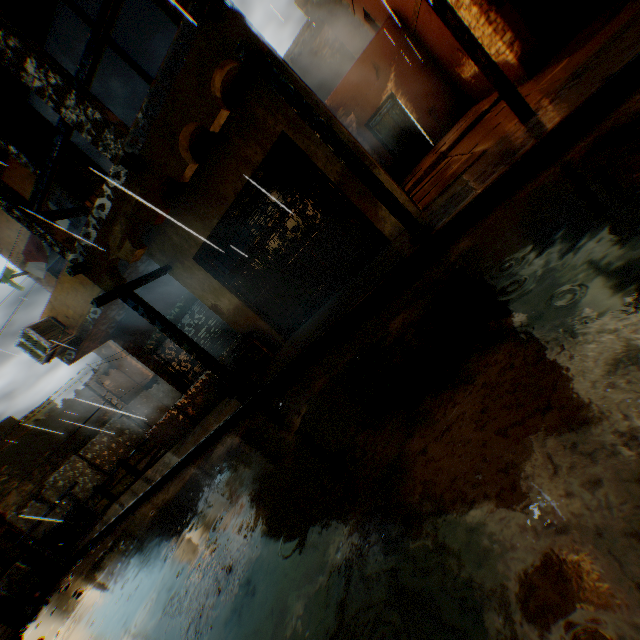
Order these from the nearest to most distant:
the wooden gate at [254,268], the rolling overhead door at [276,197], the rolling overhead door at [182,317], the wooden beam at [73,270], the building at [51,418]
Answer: the rolling overhead door at [276,197] → the wooden beam at [73,270] → the wooden gate at [254,268] → the rolling overhead door at [182,317] → the building at [51,418]

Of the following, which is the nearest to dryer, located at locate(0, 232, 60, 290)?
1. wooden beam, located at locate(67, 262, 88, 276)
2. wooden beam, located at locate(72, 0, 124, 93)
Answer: wooden beam, located at locate(67, 262, 88, 276)

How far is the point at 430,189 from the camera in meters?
7.1 m

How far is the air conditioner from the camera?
8.09m

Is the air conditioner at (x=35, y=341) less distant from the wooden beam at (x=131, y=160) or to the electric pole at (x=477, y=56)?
the wooden beam at (x=131, y=160)

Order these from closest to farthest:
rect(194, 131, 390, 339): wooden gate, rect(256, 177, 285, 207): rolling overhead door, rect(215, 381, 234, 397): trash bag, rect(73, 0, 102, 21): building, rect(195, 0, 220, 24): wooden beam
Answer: rect(256, 177, 285, 207): rolling overhead door → rect(195, 0, 220, 24): wooden beam → rect(194, 131, 390, 339): wooden gate → rect(73, 0, 102, 21): building → rect(215, 381, 234, 397): trash bag

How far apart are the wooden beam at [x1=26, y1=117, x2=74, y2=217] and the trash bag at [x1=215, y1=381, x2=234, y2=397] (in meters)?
4.13

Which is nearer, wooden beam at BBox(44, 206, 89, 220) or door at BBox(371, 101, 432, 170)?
wooden beam at BBox(44, 206, 89, 220)
